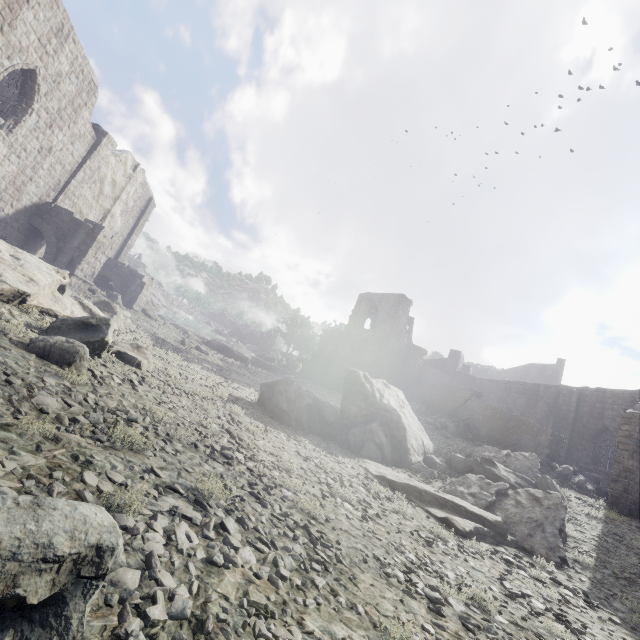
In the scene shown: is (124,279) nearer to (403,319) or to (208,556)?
(403,319)

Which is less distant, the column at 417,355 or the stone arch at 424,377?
the column at 417,355

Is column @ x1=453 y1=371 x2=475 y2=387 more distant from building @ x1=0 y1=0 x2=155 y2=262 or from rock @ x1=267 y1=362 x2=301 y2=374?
rock @ x1=267 y1=362 x2=301 y2=374

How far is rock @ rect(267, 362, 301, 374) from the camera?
38.6 meters

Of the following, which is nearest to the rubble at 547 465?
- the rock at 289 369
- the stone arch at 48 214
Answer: the rock at 289 369

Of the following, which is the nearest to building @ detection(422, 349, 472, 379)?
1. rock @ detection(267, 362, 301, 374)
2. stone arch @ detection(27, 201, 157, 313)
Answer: stone arch @ detection(27, 201, 157, 313)

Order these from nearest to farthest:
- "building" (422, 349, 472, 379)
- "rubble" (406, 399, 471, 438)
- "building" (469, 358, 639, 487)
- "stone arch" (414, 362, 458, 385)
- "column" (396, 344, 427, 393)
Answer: "rubble" (406, 399, 471, 438), "building" (469, 358, 639, 487), "column" (396, 344, 427, 393), "stone arch" (414, 362, 458, 385), "building" (422, 349, 472, 379)

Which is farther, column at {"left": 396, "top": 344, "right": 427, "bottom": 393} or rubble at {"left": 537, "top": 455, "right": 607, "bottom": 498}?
column at {"left": 396, "top": 344, "right": 427, "bottom": 393}
